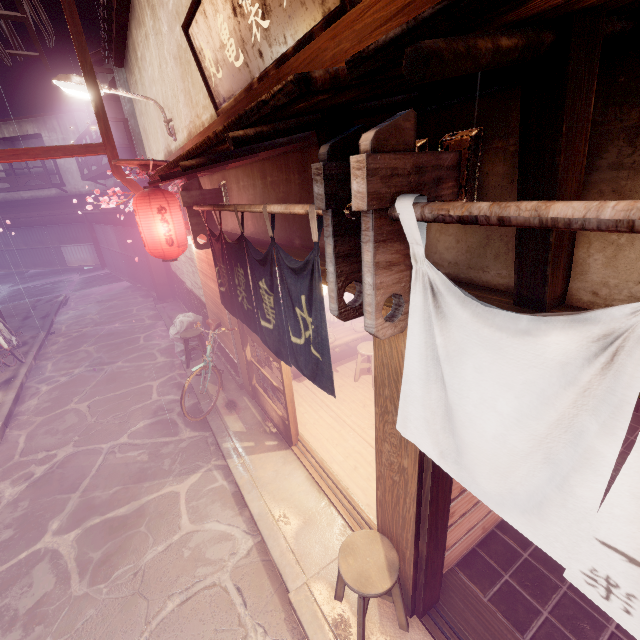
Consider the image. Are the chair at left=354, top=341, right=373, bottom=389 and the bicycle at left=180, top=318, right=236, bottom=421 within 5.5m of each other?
yes

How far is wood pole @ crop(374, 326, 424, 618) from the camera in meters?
3.8

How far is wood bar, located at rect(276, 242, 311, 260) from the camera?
5.1m

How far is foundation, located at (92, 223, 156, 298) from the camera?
23.5m

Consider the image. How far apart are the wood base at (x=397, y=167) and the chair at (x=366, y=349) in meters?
7.4 m

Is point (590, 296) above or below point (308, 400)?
above

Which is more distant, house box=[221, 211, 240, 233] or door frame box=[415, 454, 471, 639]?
house box=[221, 211, 240, 233]

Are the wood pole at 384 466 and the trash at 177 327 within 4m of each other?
no
